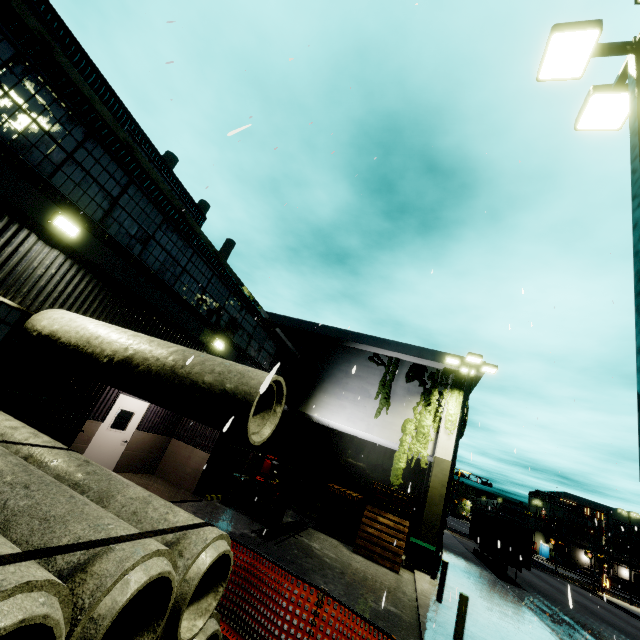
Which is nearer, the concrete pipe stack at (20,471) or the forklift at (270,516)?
the concrete pipe stack at (20,471)

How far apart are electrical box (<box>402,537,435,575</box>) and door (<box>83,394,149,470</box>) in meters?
12.4 m

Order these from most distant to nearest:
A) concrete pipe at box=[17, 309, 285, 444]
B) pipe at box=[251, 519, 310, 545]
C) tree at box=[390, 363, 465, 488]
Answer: tree at box=[390, 363, 465, 488] < pipe at box=[251, 519, 310, 545] < concrete pipe at box=[17, 309, 285, 444]

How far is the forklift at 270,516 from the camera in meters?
12.4

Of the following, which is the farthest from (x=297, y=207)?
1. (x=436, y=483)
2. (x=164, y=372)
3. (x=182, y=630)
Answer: (x=436, y=483)

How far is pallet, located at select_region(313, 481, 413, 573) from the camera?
13.3m

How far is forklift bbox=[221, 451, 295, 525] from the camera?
12.39m

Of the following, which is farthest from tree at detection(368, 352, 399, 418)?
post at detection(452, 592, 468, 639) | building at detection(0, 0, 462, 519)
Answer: post at detection(452, 592, 468, 639)
